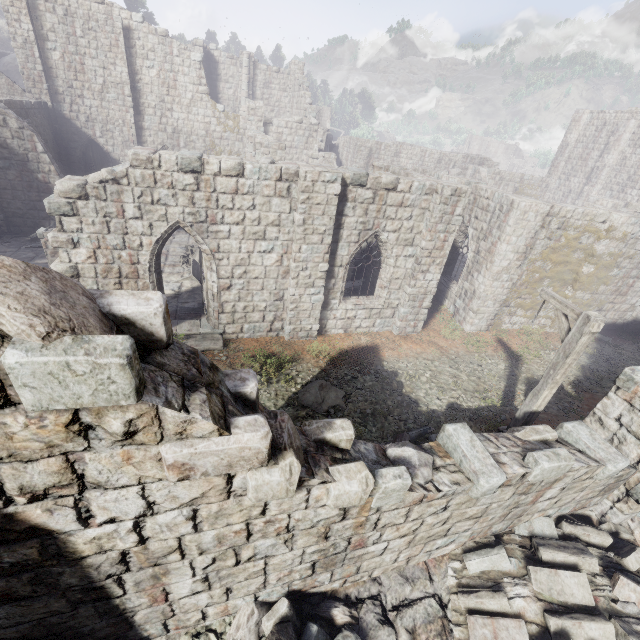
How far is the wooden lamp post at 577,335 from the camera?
6.5m

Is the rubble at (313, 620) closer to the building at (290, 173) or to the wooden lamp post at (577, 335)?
the building at (290, 173)

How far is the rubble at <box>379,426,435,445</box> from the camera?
8.81m

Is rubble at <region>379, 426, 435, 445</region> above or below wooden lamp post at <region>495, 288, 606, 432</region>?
below

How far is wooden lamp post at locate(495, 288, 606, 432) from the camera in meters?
6.5 m

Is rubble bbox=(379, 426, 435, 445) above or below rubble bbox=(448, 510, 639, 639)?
below

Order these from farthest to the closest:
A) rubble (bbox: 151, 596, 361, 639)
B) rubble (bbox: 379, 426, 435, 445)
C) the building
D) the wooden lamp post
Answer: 1. rubble (bbox: 379, 426, 435, 445)
2. the wooden lamp post
3. rubble (bbox: 151, 596, 361, 639)
4. the building

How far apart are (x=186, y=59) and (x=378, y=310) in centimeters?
2351cm
